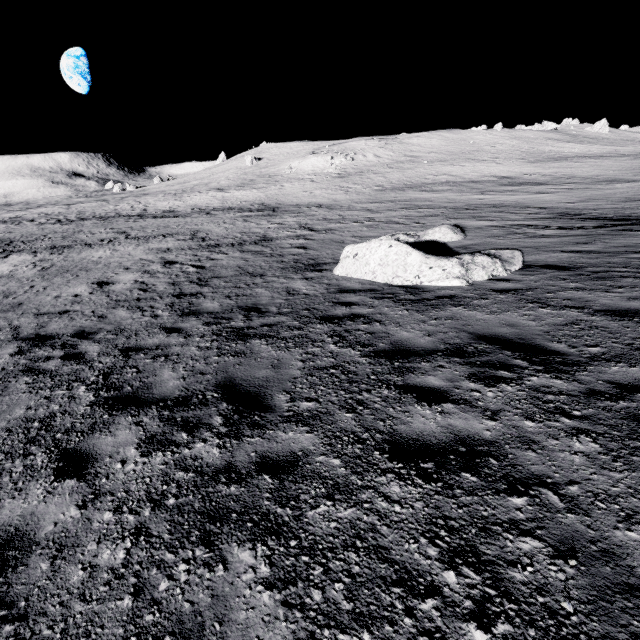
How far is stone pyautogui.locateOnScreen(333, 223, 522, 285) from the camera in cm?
855

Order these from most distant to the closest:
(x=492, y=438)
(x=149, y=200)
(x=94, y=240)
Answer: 1. (x=149, y=200)
2. (x=94, y=240)
3. (x=492, y=438)

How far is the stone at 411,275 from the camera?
8.55m
